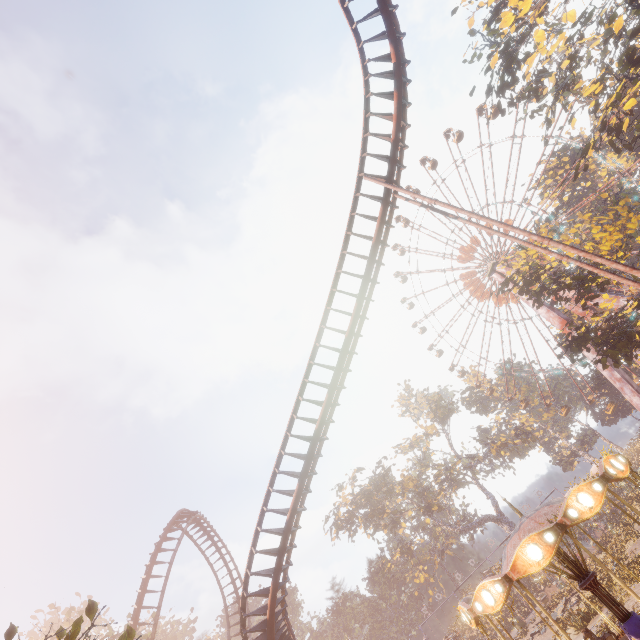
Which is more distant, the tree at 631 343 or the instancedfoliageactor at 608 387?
the instancedfoliageactor at 608 387

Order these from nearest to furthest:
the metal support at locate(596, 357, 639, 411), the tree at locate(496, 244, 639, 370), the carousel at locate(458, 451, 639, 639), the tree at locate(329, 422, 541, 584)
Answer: Result: the carousel at locate(458, 451, 639, 639), the tree at locate(496, 244, 639, 370), the metal support at locate(596, 357, 639, 411), the tree at locate(329, 422, 541, 584)

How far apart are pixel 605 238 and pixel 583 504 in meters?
23.0 m

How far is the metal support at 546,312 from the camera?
38.62m

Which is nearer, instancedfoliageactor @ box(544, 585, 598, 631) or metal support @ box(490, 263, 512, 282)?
instancedfoliageactor @ box(544, 585, 598, 631)

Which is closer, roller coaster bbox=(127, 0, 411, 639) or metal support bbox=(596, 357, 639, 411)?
roller coaster bbox=(127, 0, 411, 639)

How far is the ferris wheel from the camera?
46.00m

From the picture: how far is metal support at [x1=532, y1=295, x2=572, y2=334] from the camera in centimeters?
3862cm
